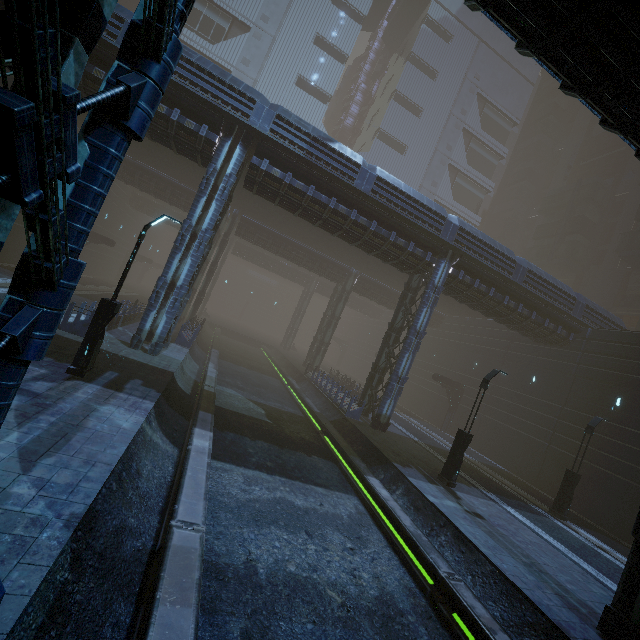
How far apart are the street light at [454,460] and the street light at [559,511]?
6.98m

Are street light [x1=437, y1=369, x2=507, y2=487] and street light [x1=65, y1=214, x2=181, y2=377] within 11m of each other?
no

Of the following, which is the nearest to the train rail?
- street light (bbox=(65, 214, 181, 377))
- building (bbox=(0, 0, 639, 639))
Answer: building (bbox=(0, 0, 639, 639))

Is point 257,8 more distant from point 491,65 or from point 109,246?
point 491,65

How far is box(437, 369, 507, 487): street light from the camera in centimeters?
1405cm

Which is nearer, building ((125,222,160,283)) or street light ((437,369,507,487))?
street light ((437,369,507,487))

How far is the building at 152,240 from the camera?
48.7m

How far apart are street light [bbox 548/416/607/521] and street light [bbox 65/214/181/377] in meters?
21.9
